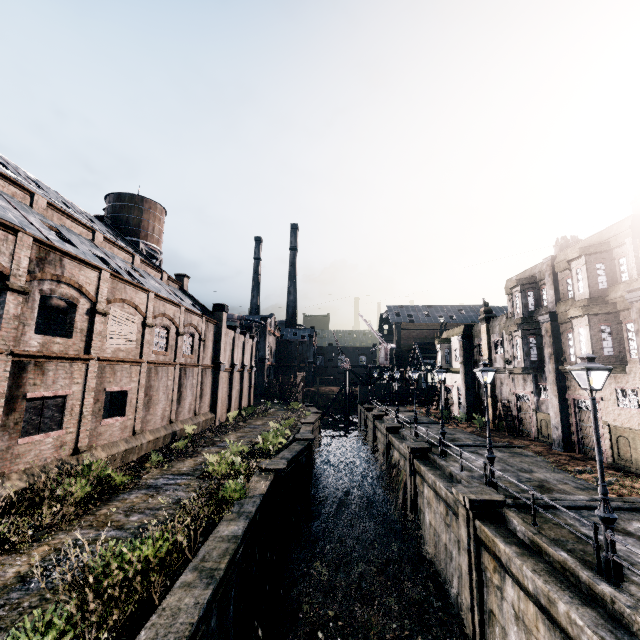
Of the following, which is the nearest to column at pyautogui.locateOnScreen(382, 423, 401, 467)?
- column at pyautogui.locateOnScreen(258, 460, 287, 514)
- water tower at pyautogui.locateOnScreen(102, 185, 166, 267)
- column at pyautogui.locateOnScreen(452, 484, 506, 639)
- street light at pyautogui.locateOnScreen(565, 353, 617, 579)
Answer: column at pyautogui.locateOnScreen(258, 460, 287, 514)

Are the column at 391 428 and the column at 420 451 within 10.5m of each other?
yes

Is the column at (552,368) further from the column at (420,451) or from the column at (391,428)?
the column at (391,428)

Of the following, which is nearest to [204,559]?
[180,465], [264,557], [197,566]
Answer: [197,566]

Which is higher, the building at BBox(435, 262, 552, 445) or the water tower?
the water tower

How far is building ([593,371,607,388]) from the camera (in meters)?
18.32

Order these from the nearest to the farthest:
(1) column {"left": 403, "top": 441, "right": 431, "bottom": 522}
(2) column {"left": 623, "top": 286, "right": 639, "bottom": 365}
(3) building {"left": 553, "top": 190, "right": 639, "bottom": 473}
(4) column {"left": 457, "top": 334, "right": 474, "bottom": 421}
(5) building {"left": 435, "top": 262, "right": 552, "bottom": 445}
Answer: (2) column {"left": 623, "top": 286, "right": 639, "bottom": 365}
(3) building {"left": 553, "top": 190, "right": 639, "bottom": 473}
(1) column {"left": 403, "top": 441, "right": 431, "bottom": 522}
(5) building {"left": 435, "top": 262, "right": 552, "bottom": 445}
(4) column {"left": 457, "top": 334, "right": 474, "bottom": 421}

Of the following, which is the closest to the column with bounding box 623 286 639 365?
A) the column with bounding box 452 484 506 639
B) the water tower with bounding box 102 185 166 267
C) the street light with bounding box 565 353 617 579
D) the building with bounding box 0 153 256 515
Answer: the column with bounding box 452 484 506 639
